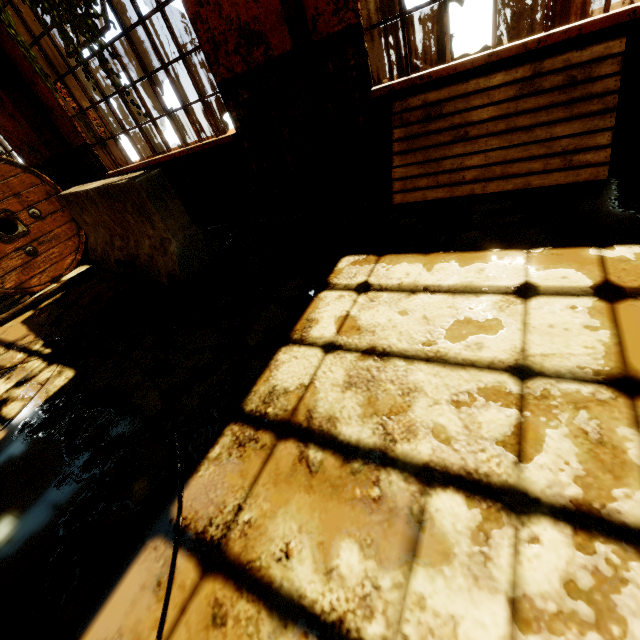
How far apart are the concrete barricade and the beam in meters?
0.8

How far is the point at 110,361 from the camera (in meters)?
2.72

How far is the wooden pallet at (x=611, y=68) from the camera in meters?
2.4 m

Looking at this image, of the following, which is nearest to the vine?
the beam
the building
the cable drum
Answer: the building

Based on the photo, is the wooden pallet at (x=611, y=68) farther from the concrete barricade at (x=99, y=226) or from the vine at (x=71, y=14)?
the vine at (x=71, y=14)

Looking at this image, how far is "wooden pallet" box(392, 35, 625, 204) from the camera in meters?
2.4

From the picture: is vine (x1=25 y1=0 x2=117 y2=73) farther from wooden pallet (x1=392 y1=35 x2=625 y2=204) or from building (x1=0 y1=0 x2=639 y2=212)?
wooden pallet (x1=392 y1=35 x2=625 y2=204)

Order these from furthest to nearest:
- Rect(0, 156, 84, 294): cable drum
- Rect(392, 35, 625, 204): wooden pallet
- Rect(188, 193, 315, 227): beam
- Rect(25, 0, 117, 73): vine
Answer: Rect(0, 156, 84, 294): cable drum < Rect(188, 193, 315, 227): beam < Rect(25, 0, 117, 73): vine < Rect(392, 35, 625, 204): wooden pallet
